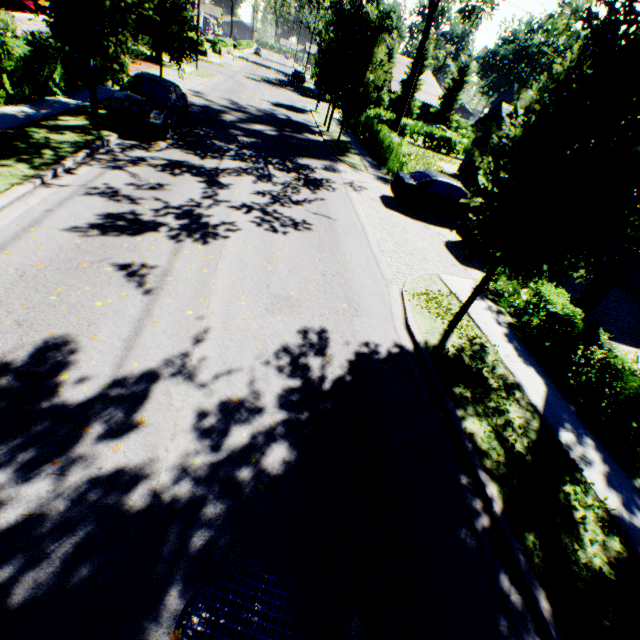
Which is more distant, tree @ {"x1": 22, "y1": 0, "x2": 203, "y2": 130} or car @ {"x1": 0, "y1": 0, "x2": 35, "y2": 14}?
car @ {"x1": 0, "y1": 0, "x2": 35, "y2": 14}

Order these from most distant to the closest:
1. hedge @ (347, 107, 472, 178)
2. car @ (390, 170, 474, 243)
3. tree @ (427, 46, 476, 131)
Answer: tree @ (427, 46, 476, 131)
hedge @ (347, 107, 472, 178)
car @ (390, 170, 474, 243)

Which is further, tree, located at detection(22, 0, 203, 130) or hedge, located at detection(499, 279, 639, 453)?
tree, located at detection(22, 0, 203, 130)

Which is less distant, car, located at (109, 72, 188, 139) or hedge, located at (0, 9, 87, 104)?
hedge, located at (0, 9, 87, 104)

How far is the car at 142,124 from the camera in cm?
1139

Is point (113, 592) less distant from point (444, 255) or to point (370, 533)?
point (370, 533)

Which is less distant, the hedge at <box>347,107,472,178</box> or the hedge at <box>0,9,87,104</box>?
the hedge at <box>0,9,87,104</box>

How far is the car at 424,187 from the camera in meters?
12.9
